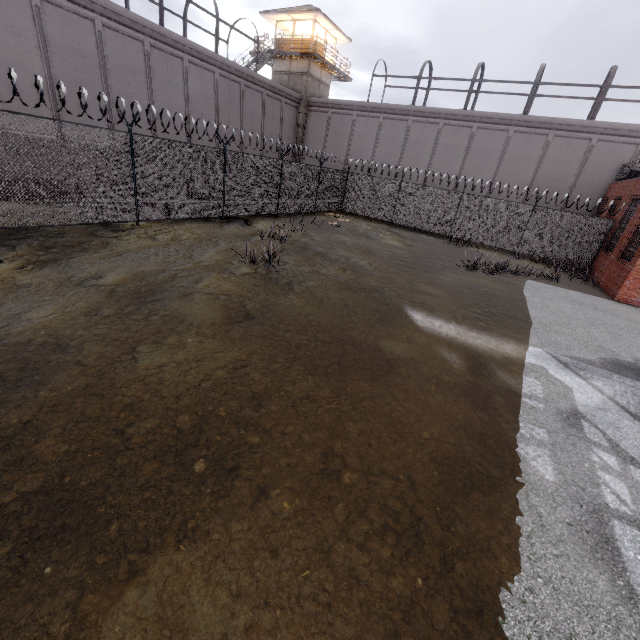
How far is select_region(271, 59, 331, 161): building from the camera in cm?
2847

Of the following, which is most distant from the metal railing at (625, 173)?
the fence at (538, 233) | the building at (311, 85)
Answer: the building at (311, 85)

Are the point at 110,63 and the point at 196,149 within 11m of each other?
yes

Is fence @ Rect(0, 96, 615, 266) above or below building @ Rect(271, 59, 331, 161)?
below

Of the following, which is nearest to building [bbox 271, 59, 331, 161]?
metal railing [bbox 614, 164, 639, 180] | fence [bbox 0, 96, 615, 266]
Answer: fence [bbox 0, 96, 615, 266]
